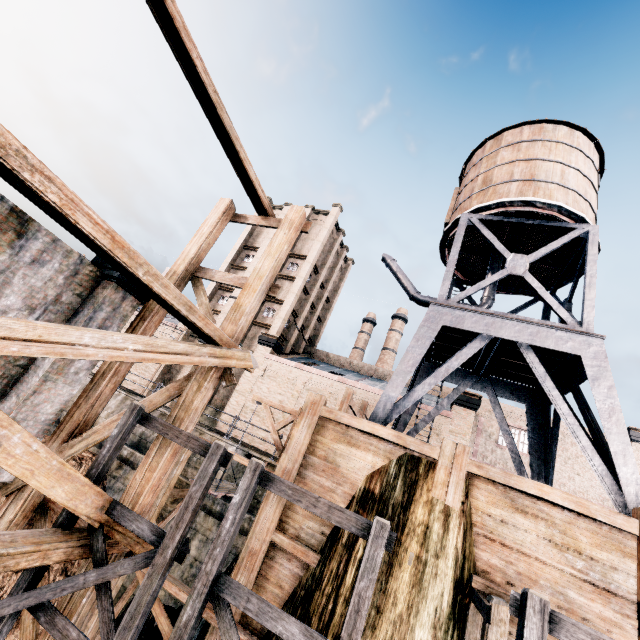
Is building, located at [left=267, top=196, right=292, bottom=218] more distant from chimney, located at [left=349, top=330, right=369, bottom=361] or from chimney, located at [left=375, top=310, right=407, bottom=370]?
chimney, located at [left=375, top=310, right=407, bottom=370]

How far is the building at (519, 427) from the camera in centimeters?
3116cm

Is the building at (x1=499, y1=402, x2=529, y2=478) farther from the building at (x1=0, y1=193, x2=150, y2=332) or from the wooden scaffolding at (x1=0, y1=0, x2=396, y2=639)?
the building at (x1=0, y1=193, x2=150, y2=332)

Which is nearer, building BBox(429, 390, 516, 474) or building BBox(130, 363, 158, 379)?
building BBox(429, 390, 516, 474)

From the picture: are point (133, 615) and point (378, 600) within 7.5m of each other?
yes

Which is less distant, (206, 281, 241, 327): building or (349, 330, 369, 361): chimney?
(206, 281, 241, 327): building

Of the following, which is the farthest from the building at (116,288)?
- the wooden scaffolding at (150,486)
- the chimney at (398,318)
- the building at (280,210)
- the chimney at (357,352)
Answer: the chimney at (357,352)
